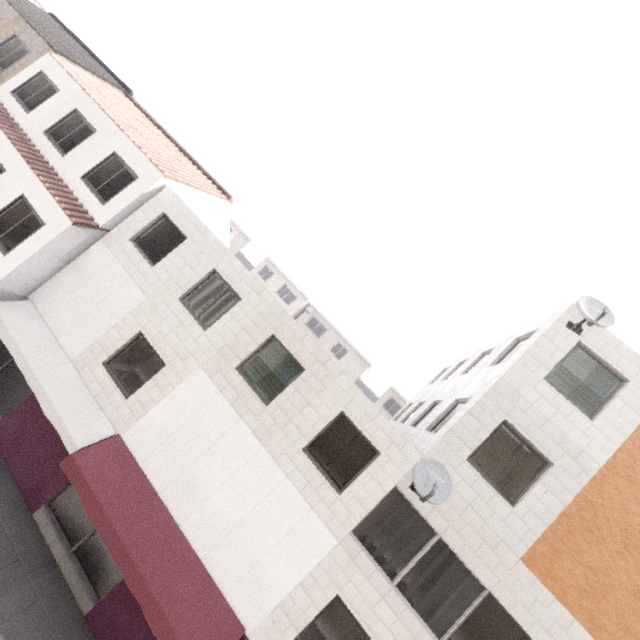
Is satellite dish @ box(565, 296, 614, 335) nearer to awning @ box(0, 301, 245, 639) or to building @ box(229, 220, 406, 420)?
awning @ box(0, 301, 245, 639)

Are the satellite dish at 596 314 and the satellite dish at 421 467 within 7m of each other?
yes

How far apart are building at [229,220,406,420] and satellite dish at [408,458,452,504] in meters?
25.8

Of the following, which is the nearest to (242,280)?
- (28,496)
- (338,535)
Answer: (338,535)

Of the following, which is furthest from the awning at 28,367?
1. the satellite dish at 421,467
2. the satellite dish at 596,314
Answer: the satellite dish at 596,314

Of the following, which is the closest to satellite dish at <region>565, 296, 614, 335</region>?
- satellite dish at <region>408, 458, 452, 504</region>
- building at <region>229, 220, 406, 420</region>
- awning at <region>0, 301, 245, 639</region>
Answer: satellite dish at <region>408, 458, 452, 504</region>

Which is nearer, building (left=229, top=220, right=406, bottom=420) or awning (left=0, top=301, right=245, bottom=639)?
awning (left=0, top=301, right=245, bottom=639)
